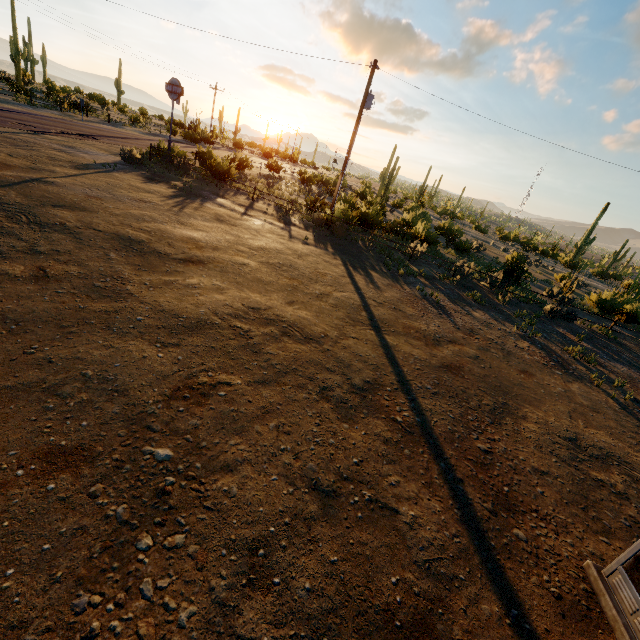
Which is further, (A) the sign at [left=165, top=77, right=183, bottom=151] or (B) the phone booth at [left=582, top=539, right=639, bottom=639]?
(A) the sign at [left=165, top=77, right=183, bottom=151]

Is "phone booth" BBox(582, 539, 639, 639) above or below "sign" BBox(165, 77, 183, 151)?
below

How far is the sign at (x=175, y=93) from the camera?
19.28m

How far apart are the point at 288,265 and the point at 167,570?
8.87m

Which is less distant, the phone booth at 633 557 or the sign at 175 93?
the phone booth at 633 557

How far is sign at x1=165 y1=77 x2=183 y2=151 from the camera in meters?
19.3
